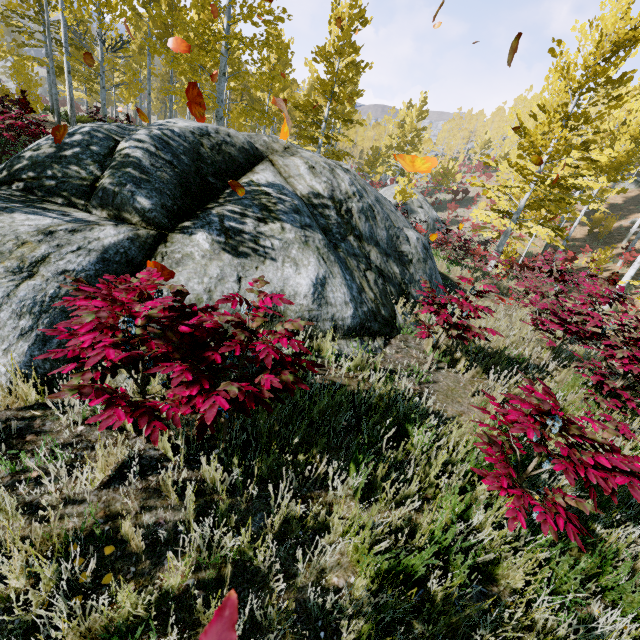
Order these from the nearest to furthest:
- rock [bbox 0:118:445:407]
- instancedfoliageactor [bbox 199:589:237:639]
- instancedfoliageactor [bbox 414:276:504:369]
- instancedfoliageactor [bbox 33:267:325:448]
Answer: instancedfoliageactor [bbox 199:589:237:639] < instancedfoliageactor [bbox 33:267:325:448] < rock [bbox 0:118:445:407] < instancedfoliageactor [bbox 414:276:504:369]

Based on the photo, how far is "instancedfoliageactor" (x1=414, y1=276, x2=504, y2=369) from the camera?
3.73m

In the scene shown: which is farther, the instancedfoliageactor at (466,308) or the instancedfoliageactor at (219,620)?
the instancedfoliageactor at (466,308)

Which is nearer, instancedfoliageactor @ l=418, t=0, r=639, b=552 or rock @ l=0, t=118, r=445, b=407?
instancedfoliageactor @ l=418, t=0, r=639, b=552

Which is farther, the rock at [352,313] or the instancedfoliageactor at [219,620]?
Result: the rock at [352,313]

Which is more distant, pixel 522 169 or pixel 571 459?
pixel 522 169

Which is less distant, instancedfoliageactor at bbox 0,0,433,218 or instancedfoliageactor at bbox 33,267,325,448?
instancedfoliageactor at bbox 33,267,325,448
